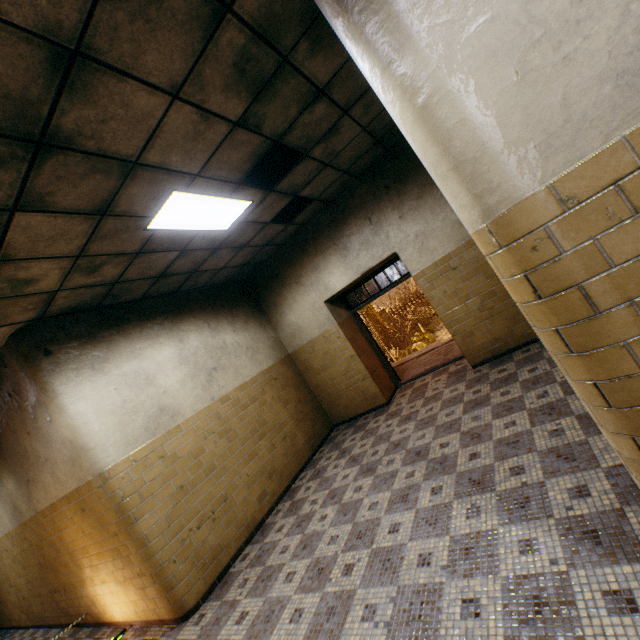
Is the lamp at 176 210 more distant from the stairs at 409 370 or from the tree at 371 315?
the tree at 371 315

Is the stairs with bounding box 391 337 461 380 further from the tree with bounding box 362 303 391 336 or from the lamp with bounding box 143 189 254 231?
the tree with bounding box 362 303 391 336

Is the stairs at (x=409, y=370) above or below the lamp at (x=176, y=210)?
below

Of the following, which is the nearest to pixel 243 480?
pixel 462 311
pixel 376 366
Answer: pixel 376 366

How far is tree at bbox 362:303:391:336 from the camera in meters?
20.1

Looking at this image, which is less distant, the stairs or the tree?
the stairs

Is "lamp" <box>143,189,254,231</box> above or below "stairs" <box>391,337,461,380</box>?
above

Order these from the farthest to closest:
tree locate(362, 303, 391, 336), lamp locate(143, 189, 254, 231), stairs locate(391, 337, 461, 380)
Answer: tree locate(362, 303, 391, 336) < stairs locate(391, 337, 461, 380) < lamp locate(143, 189, 254, 231)
